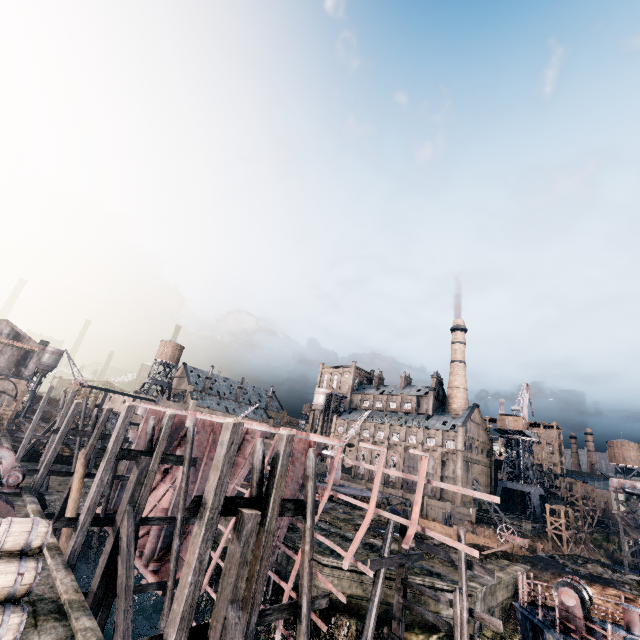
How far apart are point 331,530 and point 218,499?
20.6m

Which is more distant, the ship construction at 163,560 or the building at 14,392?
the building at 14,392

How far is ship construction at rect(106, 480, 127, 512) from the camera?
26.2 meters

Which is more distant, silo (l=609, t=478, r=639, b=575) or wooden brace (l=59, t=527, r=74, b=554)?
silo (l=609, t=478, r=639, b=575)

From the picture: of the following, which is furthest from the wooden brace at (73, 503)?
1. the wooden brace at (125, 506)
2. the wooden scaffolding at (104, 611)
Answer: the wooden brace at (125, 506)

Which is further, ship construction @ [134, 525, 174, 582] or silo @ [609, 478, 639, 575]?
silo @ [609, 478, 639, 575]

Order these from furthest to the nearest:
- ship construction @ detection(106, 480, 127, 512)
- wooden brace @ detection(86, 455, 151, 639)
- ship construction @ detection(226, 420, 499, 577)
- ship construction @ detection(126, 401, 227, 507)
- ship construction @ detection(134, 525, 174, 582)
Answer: ship construction @ detection(106, 480, 127, 512) < ship construction @ detection(126, 401, 227, 507) < ship construction @ detection(134, 525, 174, 582) < wooden brace @ detection(86, 455, 151, 639) < ship construction @ detection(226, 420, 499, 577)

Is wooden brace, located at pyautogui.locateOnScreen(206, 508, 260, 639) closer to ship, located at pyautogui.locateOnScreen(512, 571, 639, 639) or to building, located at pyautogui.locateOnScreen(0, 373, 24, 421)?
ship, located at pyautogui.locateOnScreen(512, 571, 639, 639)
